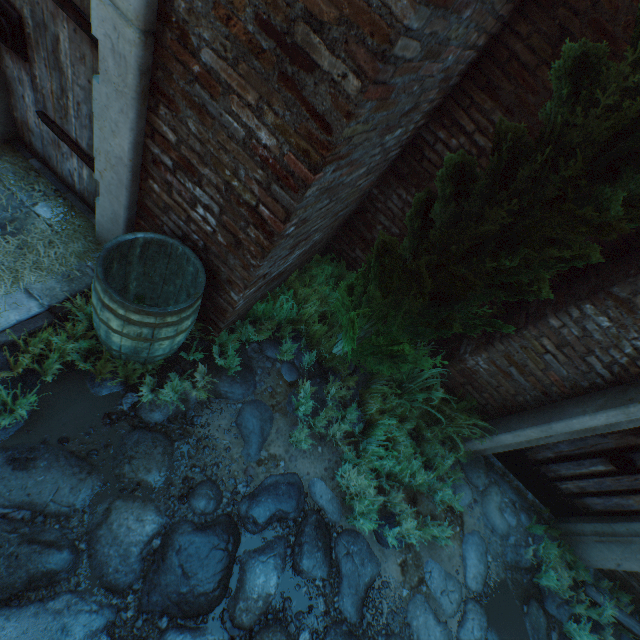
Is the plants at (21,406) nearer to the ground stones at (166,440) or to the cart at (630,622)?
the ground stones at (166,440)

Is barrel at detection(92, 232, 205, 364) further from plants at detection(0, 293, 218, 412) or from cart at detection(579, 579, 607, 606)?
cart at detection(579, 579, 607, 606)

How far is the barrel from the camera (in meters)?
1.97

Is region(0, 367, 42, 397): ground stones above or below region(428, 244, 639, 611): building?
below

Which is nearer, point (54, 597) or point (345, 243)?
point (54, 597)

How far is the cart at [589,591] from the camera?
3.87m

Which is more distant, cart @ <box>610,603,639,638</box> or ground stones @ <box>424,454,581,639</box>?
cart @ <box>610,603,639,638</box>
